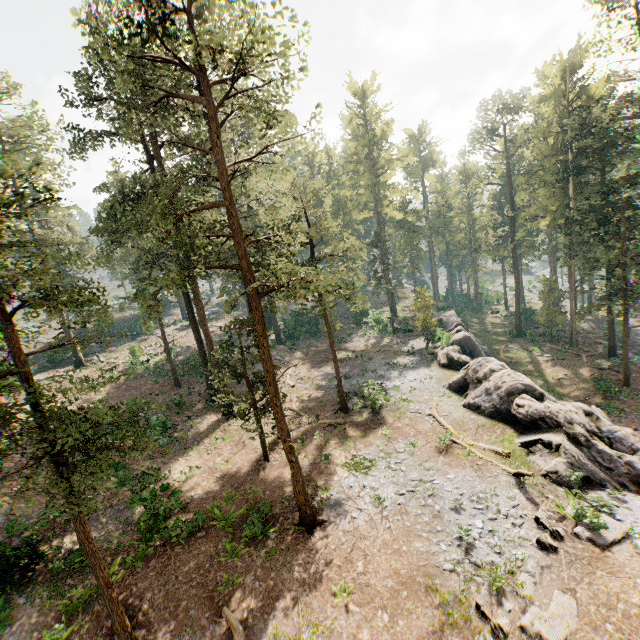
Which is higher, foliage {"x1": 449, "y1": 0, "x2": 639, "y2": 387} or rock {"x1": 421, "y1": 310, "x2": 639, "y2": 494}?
foliage {"x1": 449, "y1": 0, "x2": 639, "y2": 387}

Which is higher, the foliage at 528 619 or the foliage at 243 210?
the foliage at 243 210

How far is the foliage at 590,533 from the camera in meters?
12.6 m

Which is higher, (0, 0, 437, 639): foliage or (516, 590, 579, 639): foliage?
(0, 0, 437, 639): foliage

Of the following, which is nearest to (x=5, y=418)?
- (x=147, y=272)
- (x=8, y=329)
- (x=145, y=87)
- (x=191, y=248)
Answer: (x=8, y=329)
